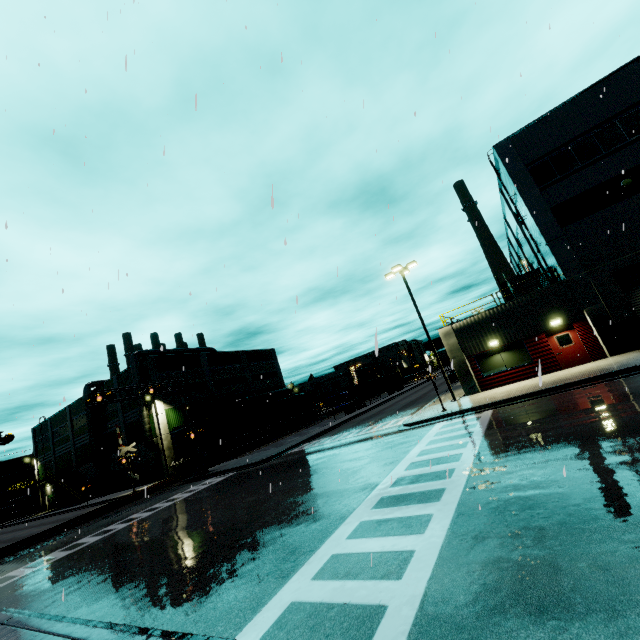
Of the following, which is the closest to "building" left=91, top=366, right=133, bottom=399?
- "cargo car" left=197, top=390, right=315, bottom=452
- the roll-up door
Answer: the roll-up door

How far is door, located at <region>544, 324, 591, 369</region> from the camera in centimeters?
1884cm

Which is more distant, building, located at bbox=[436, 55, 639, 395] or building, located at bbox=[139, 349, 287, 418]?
building, located at bbox=[139, 349, 287, 418]

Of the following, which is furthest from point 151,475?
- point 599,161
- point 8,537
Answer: point 599,161

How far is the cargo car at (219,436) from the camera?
38.1m

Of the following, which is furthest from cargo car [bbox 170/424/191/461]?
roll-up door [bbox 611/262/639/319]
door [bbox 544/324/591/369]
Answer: roll-up door [bbox 611/262/639/319]

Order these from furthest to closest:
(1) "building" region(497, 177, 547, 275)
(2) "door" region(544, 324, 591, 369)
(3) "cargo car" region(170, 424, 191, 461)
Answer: (3) "cargo car" region(170, 424, 191, 461)
(1) "building" region(497, 177, 547, 275)
(2) "door" region(544, 324, 591, 369)

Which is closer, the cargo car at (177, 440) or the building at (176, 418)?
the cargo car at (177, 440)
